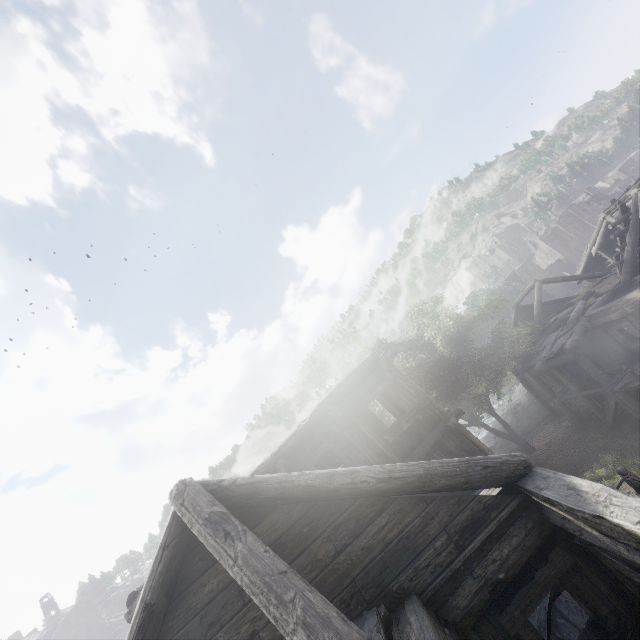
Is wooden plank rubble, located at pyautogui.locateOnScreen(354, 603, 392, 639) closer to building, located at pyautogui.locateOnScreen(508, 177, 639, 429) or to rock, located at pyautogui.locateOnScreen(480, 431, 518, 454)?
building, located at pyautogui.locateOnScreen(508, 177, 639, 429)

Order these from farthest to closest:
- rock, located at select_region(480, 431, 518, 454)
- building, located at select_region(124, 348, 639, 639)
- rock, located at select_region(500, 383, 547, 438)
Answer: rock, located at select_region(500, 383, 547, 438)
rock, located at select_region(480, 431, 518, 454)
building, located at select_region(124, 348, 639, 639)

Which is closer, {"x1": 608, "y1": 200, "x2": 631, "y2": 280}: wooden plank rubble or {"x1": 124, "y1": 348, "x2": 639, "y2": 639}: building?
{"x1": 124, "y1": 348, "x2": 639, "y2": 639}: building

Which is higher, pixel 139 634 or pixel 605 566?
pixel 139 634

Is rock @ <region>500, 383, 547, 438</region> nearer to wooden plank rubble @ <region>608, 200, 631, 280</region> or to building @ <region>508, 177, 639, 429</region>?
building @ <region>508, 177, 639, 429</region>

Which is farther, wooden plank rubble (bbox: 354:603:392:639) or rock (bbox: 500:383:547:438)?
rock (bbox: 500:383:547:438)

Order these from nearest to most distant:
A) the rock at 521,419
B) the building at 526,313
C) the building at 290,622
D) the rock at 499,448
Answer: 1. the building at 290,622
2. the building at 526,313
3. the rock at 499,448
4. the rock at 521,419

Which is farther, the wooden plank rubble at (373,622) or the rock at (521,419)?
the rock at (521,419)
